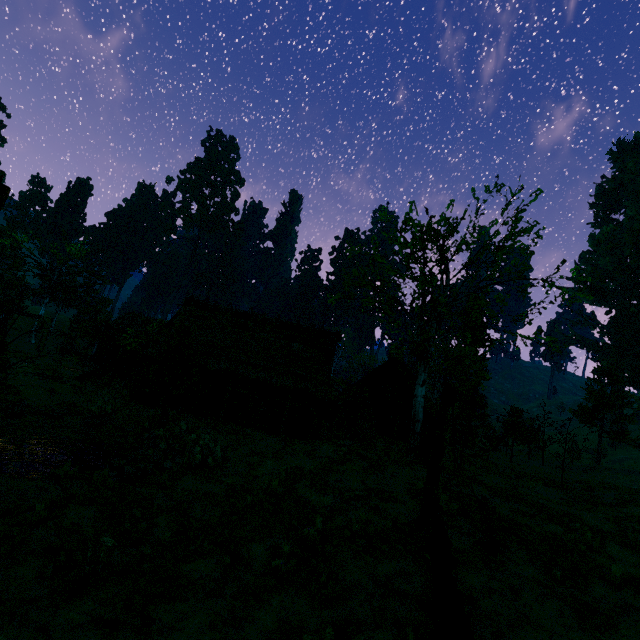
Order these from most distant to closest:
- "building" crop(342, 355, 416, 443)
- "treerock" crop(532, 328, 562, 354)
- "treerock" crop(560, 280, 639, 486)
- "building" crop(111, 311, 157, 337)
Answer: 1. "building" crop(111, 311, 157, 337)
2. "treerock" crop(560, 280, 639, 486)
3. "building" crop(342, 355, 416, 443)
4. "treerock" crop(532, 328, 562, 354)

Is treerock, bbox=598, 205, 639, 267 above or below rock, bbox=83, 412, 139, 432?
above

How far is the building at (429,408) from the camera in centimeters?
3083cm

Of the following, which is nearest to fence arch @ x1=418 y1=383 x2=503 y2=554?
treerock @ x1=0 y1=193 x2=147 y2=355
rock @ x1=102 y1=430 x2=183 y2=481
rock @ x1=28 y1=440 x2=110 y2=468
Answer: treerock @ x1=0 y1=193 x2=147 y2=355

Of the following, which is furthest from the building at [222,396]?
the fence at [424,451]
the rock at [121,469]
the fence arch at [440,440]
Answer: the fence arch at [440,440]

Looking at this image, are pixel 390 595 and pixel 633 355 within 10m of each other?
no

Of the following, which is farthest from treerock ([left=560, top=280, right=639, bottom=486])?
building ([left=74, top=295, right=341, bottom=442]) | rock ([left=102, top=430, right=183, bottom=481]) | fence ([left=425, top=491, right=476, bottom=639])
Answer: fence ([left=425, top=491, right=476, bottom=639])

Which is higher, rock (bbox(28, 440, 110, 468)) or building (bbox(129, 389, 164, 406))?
building (bbox(129, 389, 164, 406))
